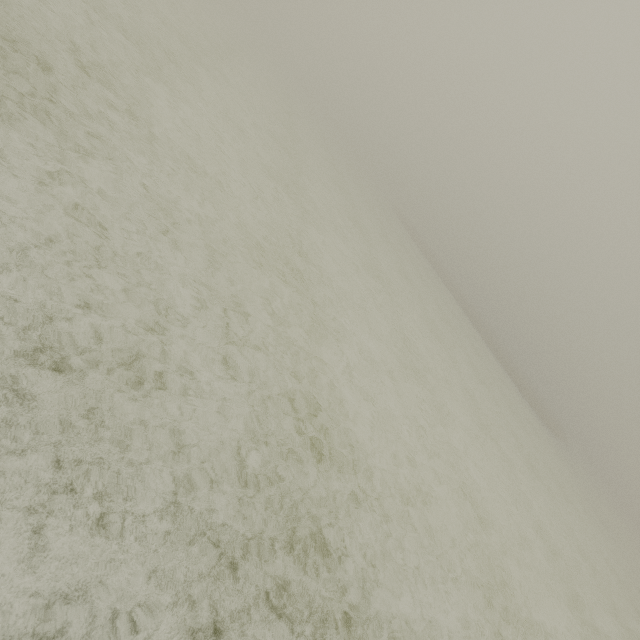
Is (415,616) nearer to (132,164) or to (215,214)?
(215,214)
